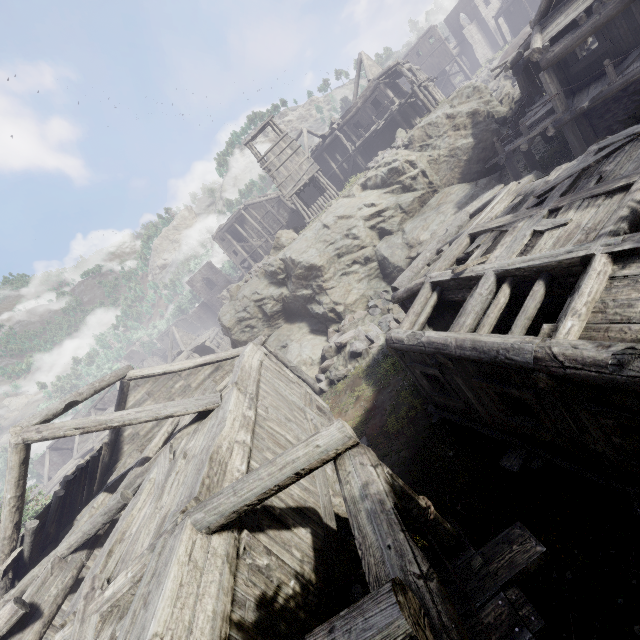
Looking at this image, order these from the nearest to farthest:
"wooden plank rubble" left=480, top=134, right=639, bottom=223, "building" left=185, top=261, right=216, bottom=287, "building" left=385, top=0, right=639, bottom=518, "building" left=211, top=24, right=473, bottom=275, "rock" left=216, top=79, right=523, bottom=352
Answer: "building" left=385, top=0, right=639, bottom=518 → "wooden plank rubble" left=480, top=134, right=639, bottom=223 → "rock" left=216, top=79, right=523, bottom=352 → "building" left=211, top=24, right=473, bottom=275 → "building" left=185, top=261, right=216, bottom=287

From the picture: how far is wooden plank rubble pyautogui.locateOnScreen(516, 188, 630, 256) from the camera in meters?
6.0

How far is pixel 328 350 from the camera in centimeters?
1741cm

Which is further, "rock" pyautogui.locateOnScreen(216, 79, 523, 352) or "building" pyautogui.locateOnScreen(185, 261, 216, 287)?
"building" pyautogui.locateOnScreen(185, 261, 216, 287)

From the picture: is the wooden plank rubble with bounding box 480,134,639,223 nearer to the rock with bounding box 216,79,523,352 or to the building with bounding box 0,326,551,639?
the building with bounding box 0,326,551,639

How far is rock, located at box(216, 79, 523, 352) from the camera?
19.1 meters

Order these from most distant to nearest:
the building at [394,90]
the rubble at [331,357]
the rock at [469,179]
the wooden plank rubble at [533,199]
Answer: the building at [394,90] < the rock at [469,179] < the rubble at [331,357] < the wooden plank rubble at [533,199]

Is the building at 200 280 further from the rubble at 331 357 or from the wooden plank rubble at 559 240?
the rubble at 331 357
